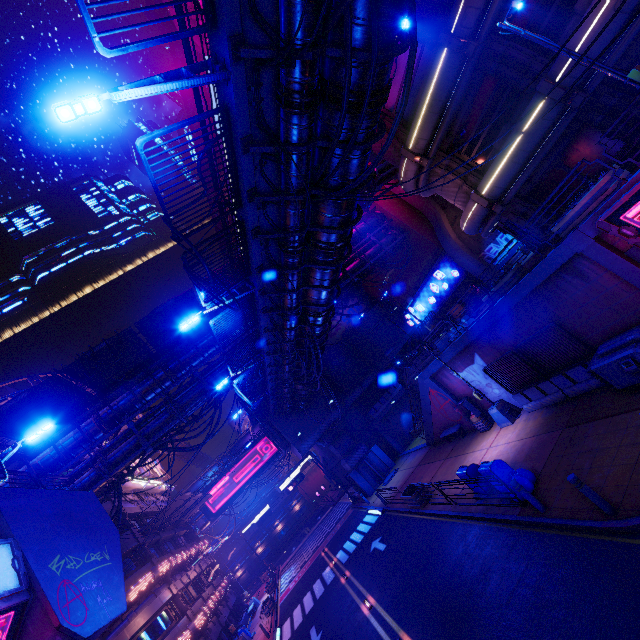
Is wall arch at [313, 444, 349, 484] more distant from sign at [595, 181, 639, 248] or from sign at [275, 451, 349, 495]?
sign at [595, 181, 639, 248]

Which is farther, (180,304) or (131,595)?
(131,595)

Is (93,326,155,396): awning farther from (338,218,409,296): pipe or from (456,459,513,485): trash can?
(456,459,513,485): trash can

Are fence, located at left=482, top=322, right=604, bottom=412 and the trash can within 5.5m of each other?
yes

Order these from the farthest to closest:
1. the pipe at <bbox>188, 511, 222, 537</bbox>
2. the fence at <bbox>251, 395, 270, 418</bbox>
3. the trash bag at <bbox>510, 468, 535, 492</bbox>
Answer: the pipe at <bbox>188, 511, 222, 537</bbox> → the fence at <bbox>251, 395, 270, 418</bbox> → the trash bag at <bbox>510, 468, 535, 492</bbox>

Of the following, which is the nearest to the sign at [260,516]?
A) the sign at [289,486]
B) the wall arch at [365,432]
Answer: the sign at [289,486]

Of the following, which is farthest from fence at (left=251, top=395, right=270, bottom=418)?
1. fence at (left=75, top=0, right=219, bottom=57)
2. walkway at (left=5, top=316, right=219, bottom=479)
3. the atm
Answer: fence at (left=75, top=0, right=219, bottom=57)

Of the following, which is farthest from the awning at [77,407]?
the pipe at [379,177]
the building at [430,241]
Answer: the building at [430,241]
